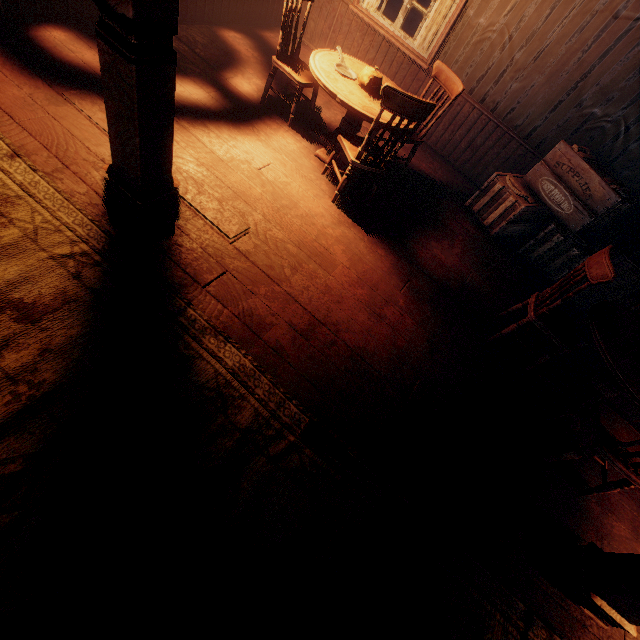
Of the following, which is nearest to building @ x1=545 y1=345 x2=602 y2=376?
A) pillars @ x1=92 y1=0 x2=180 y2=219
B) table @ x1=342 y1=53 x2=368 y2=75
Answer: pillars @ x1=92 y1=0 x2=180 y2=219

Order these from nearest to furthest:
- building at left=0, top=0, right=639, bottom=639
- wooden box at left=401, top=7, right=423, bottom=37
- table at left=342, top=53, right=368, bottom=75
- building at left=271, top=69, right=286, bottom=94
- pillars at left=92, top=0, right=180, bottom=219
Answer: pillars at left=92, top=0, right=180, bottom=219
building at left=0, top=0, right=639, bottom=639
table at left=342, top=53, right=368, bottom=75
building at left=271, top=69, right=286, bottom=94
wooden box at left=401, top=7, right=423, bottom=37

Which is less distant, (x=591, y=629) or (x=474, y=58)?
(x=591, y=629)

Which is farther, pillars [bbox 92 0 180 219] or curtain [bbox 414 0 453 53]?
curtain [bbox 414 0 453 53]

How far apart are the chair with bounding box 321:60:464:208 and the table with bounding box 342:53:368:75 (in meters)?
0.22

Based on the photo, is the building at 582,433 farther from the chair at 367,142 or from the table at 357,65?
the table at 357,65

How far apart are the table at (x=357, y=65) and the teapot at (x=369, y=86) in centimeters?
3cm
